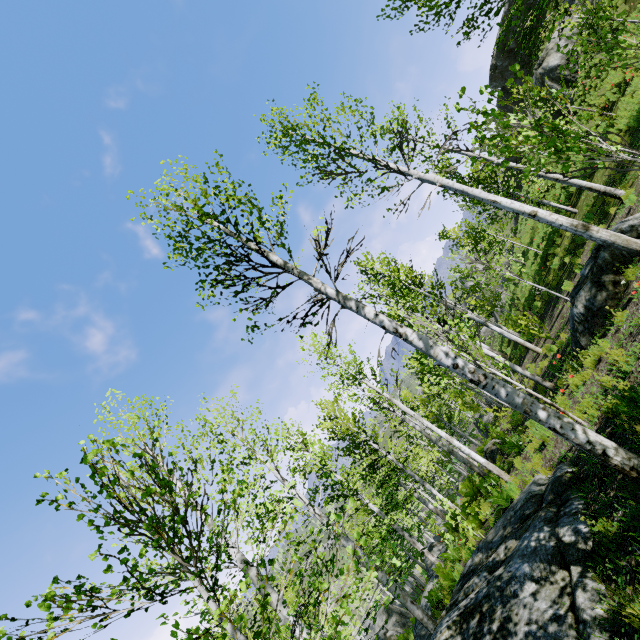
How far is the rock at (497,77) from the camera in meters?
28.7

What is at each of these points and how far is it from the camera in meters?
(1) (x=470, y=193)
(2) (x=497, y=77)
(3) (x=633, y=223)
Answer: (1) instancedfoliageactor, 7.2 m
(2) rock, 31.9 m
(3) rock, 7.7 m

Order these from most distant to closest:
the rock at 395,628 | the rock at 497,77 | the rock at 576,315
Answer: the rock at 497,77 → the rock at 395,628 → the rock at 576,315

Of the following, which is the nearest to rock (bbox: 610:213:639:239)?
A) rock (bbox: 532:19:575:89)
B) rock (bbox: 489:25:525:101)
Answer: rock (bbox: 532:19:575:89)

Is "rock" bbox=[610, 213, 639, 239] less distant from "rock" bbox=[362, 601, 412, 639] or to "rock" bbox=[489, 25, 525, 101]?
"rock" bbox=[362, 601, 412, 639]

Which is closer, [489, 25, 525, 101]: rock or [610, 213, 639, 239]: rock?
[610, 213, 639, 239]: rock

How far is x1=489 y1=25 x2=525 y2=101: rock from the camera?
28.7 meters

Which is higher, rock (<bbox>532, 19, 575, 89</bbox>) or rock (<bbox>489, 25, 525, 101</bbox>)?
rock (<bbox>489, 25, 525, 101</bbox>)
